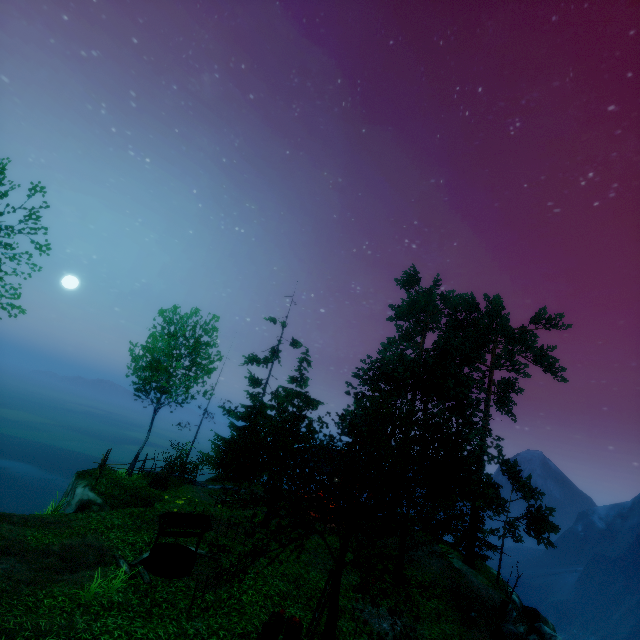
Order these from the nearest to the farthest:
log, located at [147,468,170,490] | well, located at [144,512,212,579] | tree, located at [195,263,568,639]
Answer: tree, located at [195,263,568,639]
well, located at [144,512,212,579]
log, located at [147,468,170,490]

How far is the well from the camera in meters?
10.4

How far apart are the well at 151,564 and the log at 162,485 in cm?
703

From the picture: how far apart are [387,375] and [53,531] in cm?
2038

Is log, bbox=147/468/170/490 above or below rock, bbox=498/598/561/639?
above

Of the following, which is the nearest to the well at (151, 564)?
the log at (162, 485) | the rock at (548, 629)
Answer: the log at (162, 485)

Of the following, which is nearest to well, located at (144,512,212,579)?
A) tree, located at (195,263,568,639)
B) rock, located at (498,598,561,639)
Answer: tree, located at (195,263,568,639)

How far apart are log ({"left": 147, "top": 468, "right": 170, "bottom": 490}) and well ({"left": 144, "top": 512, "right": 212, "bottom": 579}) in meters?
7.0
